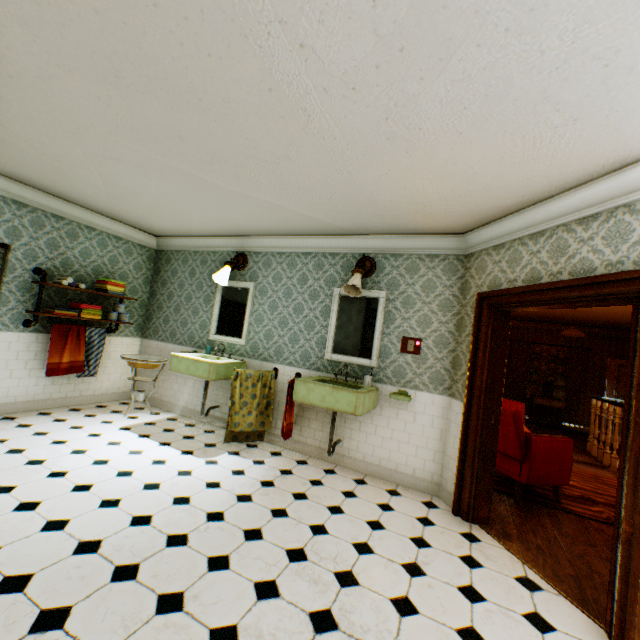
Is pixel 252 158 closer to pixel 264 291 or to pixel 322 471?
pixel 264 291

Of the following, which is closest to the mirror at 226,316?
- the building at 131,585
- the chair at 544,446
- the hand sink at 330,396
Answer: the building at 131,585

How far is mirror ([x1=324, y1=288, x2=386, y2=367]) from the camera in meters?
4.3

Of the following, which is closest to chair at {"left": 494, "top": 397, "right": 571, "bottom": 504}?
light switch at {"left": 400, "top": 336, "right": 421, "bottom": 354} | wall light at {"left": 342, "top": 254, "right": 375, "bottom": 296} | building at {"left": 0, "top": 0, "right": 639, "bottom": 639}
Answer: building at {"left": 0, "top": 0, "right": 639, "bottom": 639}

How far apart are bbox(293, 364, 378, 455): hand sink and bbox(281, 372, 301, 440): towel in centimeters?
15cm

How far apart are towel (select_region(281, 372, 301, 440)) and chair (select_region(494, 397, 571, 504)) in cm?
247

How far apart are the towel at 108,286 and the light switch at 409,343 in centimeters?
470cm

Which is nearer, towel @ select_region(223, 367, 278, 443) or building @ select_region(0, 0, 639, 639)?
building @ select_region(0, 0, 639, 639)
